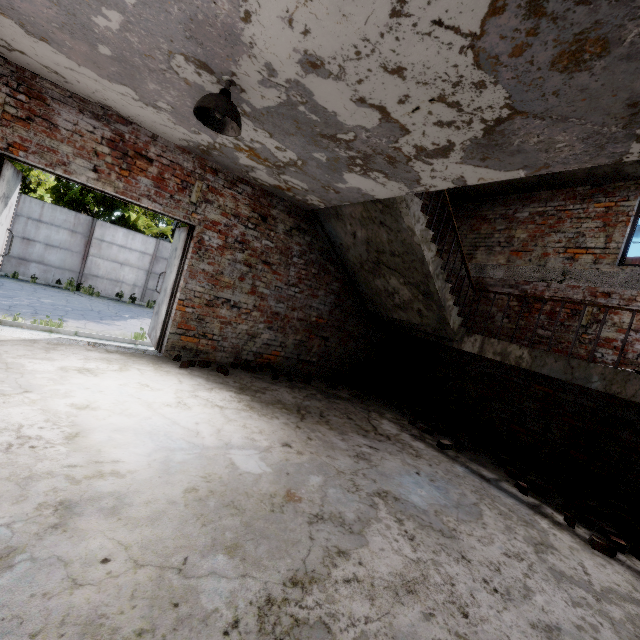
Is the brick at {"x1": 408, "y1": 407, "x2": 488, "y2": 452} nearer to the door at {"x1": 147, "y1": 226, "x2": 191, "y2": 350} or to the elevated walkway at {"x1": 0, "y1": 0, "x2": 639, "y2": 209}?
the elevated walkway at {"x1": 0, "y1": 0, "x2": 639, "y2": 209}

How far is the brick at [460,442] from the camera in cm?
488

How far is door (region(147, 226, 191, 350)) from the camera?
5.4m

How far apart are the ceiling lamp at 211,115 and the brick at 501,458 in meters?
5.6

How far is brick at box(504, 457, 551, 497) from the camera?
3.99m

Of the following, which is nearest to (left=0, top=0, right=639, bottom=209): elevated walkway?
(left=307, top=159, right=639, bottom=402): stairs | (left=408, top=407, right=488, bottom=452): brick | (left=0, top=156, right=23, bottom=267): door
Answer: (left=307, top=159, right=639, bottom=402): stairs

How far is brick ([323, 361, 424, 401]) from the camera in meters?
7.0 m

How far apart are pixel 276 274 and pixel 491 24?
4.74m
